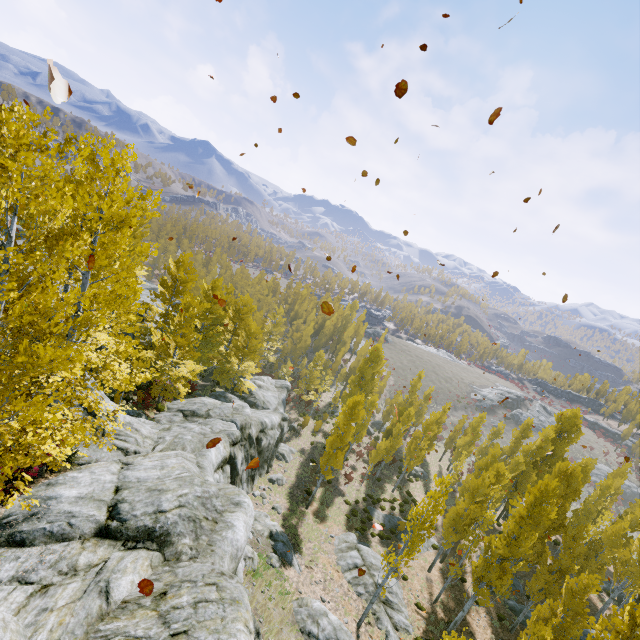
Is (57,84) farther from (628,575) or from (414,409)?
(414,409)

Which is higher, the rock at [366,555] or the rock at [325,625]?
the rock at [325,625]

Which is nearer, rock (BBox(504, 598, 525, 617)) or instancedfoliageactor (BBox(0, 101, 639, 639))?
instancedfoliageactor (BBox(0, 101, 639, 639))

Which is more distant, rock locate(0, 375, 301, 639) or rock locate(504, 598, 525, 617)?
rock locate(504, 598, 525, 617)

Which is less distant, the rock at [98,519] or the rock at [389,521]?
the rock at [98,519]

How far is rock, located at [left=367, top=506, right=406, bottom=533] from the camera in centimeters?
2992cm

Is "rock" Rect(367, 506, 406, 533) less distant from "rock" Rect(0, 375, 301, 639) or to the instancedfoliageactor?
the instancedfoliageactor

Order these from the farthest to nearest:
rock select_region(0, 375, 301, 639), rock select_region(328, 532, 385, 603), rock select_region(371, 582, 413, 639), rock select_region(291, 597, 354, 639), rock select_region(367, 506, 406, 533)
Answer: rock select_region(367, 506, 406, 533) → rock select_region(328, 532, 385, 603) → rock select_region(371, 582, 413, 639) → rock select_region(291, 597, 354, 639) → rock select_region(0, 375, 301, 639)
